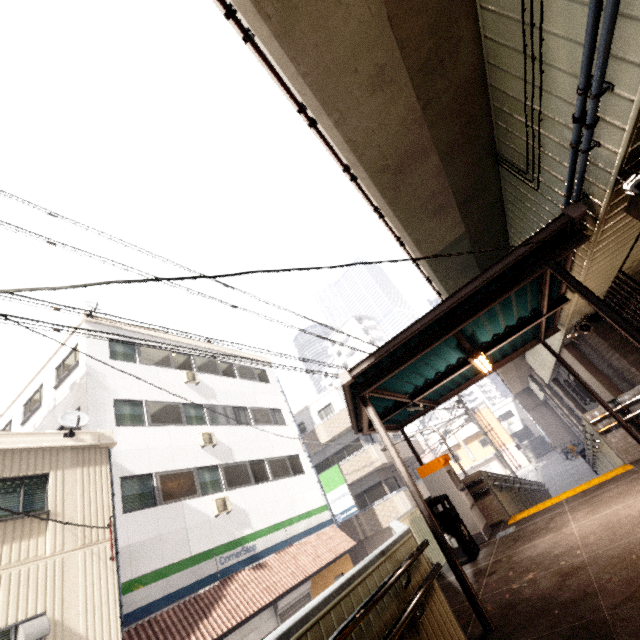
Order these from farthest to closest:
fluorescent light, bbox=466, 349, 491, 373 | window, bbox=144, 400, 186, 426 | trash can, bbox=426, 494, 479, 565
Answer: window, bbox=144, 400, 186, 426, trash can, bbox=426, 494, 479, 565, fluorescent light, bbox=466, 349, 491, 373

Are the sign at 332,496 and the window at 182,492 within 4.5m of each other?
no

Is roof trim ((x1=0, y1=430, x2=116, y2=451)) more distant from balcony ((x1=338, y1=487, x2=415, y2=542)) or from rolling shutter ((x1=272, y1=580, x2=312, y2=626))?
balcony ((x1=338, y1=487, x2=415, y2=542))

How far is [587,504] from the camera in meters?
5.9 m

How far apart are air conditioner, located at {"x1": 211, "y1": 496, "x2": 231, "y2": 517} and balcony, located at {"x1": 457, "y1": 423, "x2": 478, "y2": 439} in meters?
39.1

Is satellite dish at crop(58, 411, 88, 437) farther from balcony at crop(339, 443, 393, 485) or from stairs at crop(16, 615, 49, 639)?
balcony at crop(339, 443, 393, 485)

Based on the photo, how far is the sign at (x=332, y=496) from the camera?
17.11m

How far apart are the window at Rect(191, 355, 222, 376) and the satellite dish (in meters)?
6.94
